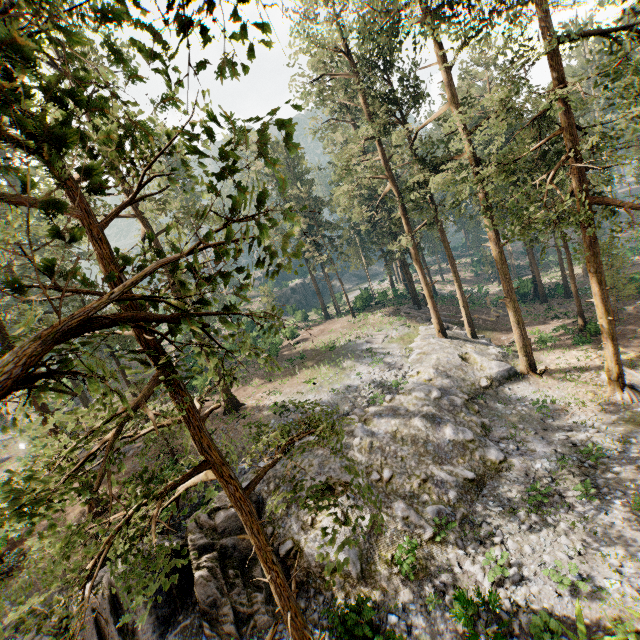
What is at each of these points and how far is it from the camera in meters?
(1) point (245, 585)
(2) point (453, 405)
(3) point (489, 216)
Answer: (1) rock, 13.8
(2) rock, 20.8
(3) foliage, 22.5

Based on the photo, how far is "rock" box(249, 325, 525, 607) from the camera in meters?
13.9

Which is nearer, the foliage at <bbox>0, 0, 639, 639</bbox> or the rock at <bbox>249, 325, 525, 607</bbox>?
the foliage at <bbox>0, 0, 639, 639</bbox>

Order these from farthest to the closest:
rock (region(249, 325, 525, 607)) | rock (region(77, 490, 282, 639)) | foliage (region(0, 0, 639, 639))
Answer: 1. rock (region(249, 325, 525, 607))
2. rock (region(77, 490, 282, 639))
3. foliage (region(0, 0, 639, 639))

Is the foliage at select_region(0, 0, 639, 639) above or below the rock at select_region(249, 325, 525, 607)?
above

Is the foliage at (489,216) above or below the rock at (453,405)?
above
